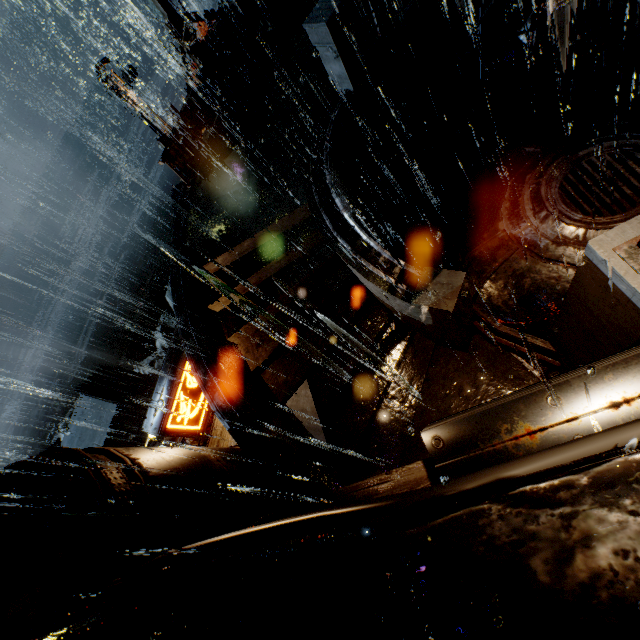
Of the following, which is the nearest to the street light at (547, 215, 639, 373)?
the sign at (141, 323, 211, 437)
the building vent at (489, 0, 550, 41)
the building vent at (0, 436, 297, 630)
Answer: the building vent at (0, 436, 297, 630)

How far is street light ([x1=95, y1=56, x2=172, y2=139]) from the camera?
15.0 meters

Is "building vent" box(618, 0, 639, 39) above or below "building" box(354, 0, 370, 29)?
below

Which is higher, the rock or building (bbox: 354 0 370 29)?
building (bbox: 354 0 370 29)

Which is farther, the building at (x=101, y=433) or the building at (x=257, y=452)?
the building at (x=101, y=433)

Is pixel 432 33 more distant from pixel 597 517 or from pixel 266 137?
pixel 597 517

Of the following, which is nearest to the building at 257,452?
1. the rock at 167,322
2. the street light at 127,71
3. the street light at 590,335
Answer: the street light at 127,71

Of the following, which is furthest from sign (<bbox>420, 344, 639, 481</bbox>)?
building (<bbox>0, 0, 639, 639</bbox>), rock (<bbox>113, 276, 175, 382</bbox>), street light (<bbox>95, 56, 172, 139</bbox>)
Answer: rock (<bbox>113, 276, 175, 382</bbox>)
